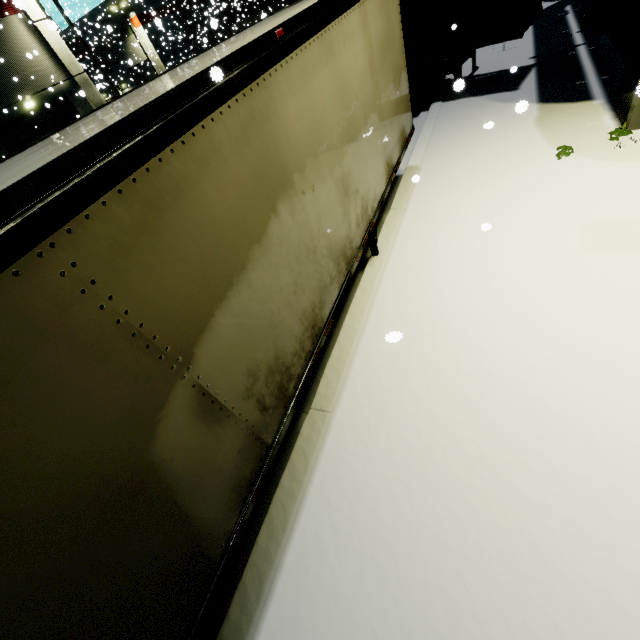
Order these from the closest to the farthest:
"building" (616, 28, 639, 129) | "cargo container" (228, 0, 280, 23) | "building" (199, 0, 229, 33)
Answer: "building" (199, 0, 229, 33) → "building" (616, 28, 639, 129) → "cargo container" (228, 0, 280, 23)

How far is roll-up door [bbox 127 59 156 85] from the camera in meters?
44.9 m

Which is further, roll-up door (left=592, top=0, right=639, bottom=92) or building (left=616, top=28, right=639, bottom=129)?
roll-up door (left=592, top=0, right=639, bottom=92)

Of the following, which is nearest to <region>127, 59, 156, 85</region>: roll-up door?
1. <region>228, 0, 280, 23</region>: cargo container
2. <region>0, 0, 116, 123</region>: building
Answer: <region>0, 0, 116, 123</region>: building

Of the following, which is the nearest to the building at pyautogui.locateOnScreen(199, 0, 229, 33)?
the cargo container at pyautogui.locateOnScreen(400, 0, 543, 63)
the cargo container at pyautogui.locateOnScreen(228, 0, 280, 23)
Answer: the cargo container at pyautogui.locateOnScreen(400, 0, 543, 63)

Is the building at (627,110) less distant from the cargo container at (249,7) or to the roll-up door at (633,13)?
the roll-up door at (633,13)

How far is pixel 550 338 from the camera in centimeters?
407cm

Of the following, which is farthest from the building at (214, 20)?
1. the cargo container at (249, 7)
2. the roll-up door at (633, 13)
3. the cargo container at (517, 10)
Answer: the cargo container at (249, 7)
